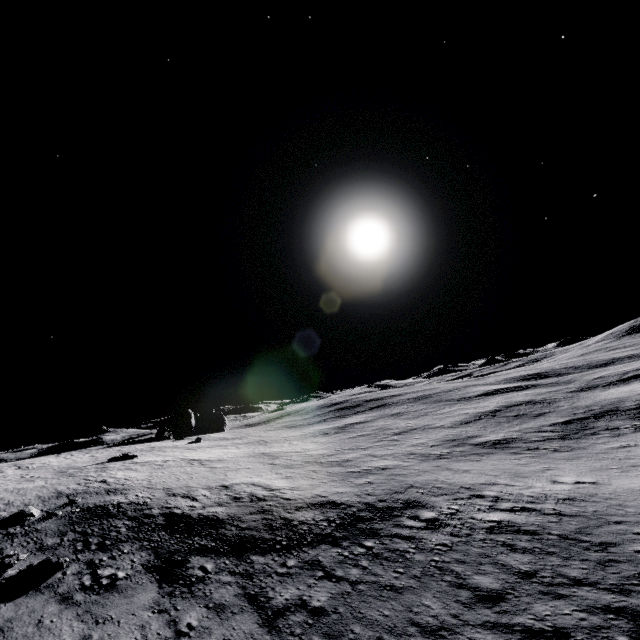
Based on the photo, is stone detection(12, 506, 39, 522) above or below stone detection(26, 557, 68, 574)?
above

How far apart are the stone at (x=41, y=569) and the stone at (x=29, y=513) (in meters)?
6.68

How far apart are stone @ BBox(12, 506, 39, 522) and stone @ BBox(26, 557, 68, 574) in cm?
668

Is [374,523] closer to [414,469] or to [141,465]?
[414,469]

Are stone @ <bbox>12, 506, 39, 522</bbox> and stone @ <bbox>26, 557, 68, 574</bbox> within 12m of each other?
yes

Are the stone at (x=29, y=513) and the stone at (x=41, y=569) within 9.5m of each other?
yes

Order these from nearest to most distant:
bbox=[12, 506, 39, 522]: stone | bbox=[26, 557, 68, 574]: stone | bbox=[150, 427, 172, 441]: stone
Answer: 1. bbox=[26, 557, 68, 574]: stone
2. bbox=[12, 506, 39, 522]: stone
3. bbox=[150, 427, 172, 441]: stone

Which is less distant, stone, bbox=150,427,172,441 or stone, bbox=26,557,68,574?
stone, bbox=26,557,68,574
